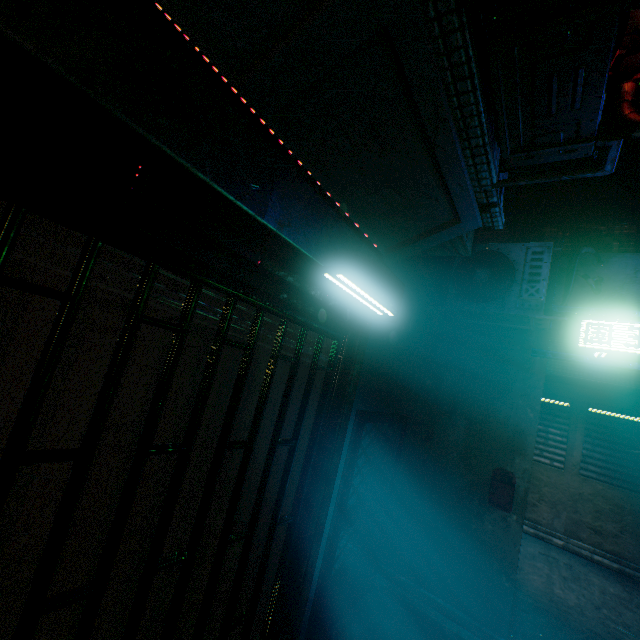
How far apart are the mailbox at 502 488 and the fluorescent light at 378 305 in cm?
223

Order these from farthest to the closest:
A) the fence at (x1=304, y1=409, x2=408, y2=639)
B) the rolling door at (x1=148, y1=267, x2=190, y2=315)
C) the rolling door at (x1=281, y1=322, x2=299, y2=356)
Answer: the fence at (x1=304, y1=409, x2=408, y2=639) < the rolling door at (x1=281, y1=322, x2=299, y2=356) < the rolling door at (x1=148, y1=267, x2=190, y2=315)

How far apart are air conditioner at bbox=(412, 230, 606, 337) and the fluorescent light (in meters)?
1.23

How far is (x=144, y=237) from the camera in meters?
1.1 m

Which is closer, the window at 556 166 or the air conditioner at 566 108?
the air conditioner at 566 108

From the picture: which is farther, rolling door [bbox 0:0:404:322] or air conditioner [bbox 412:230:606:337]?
air conditioner [bbox 412:230:606:337]

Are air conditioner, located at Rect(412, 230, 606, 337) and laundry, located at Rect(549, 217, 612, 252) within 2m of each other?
yes

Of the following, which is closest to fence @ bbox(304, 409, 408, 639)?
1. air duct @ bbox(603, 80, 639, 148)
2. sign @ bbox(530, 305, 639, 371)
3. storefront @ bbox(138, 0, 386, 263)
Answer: storefront @ bbox(138, 0, 386, 263)
